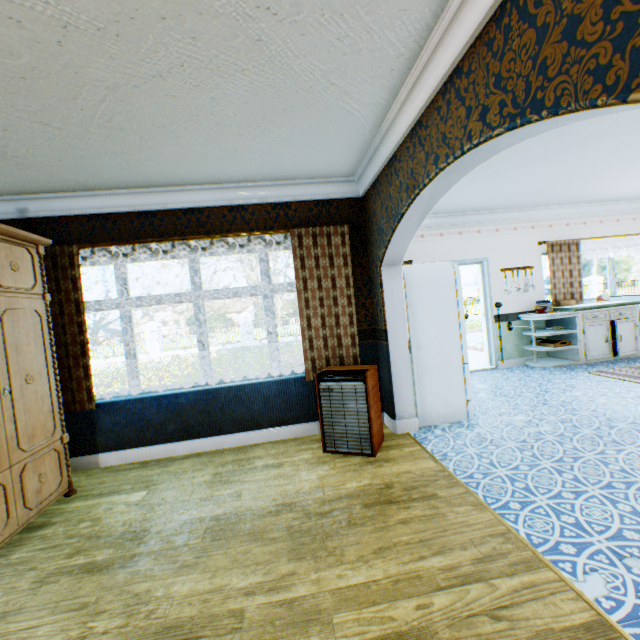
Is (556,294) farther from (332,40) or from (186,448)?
(186,448)

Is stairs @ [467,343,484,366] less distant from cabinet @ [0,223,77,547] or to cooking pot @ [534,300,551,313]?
cooking pot @ [534,300,551,313]

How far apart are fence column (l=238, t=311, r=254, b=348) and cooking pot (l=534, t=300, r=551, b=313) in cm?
1587

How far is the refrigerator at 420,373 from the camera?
4.0m

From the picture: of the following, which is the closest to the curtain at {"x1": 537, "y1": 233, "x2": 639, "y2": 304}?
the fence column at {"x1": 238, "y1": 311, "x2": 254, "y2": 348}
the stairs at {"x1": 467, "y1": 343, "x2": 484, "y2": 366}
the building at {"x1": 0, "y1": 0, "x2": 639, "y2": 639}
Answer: the building at {"x1": 0, "y1": 0, "x2": 639, "y2": 639}

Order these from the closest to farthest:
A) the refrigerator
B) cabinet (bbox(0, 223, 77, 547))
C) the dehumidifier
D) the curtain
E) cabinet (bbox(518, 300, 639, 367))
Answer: cabinet (bbox(0, 223, 77, 547)) < the dehumidifier < the refrigerator < cabinet (bbox(518, 300, 639, 367)) < the curtain

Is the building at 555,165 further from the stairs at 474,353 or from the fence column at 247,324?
the fence column at 247,324

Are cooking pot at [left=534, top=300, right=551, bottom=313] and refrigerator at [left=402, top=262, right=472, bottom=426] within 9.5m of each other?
yes
